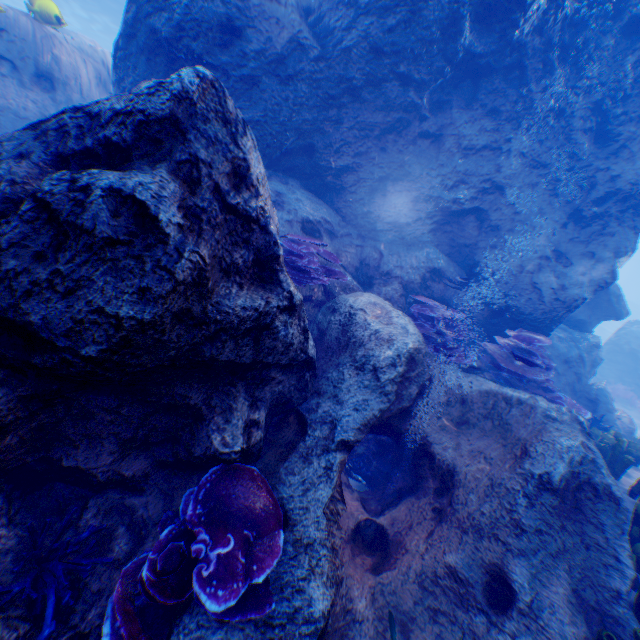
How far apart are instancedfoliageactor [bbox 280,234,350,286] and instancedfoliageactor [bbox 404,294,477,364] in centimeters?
133cm

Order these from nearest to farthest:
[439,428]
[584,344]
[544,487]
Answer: [544,487], [439,428], [584,344]

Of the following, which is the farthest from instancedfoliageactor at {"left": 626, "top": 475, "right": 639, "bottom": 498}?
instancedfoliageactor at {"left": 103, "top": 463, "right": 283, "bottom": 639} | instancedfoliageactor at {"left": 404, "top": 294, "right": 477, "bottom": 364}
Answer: instancedfoliageactor at {"left": 103, "top": 463, "right": 283, "bottom": 639}

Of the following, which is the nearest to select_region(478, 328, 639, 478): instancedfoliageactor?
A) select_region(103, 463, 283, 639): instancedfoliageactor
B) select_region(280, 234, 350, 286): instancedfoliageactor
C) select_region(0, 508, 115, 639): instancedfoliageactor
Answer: select_region(280, 234, 350, 286): instancedfoliageactor

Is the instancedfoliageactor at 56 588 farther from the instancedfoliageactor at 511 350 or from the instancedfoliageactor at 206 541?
the instancedfoliageactor at 511 350

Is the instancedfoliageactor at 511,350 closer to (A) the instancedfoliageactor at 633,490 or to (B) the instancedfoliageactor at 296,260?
(A) the instancedfoliageactor at 633,490

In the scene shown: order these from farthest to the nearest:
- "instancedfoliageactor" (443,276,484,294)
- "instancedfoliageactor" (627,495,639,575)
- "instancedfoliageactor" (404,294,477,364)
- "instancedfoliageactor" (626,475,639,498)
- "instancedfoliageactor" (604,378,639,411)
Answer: "instancedfoliageactor" (604,378,639,411), "instancedfoliageactor" (443,276,484,294), "instancedfoliageactor" (404,294,477,364), "instancedfoliageactor" (626,475,639,498), "instancedfoliageactor" (627,495,639,575)

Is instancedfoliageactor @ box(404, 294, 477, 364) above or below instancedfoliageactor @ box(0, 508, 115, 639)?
above
